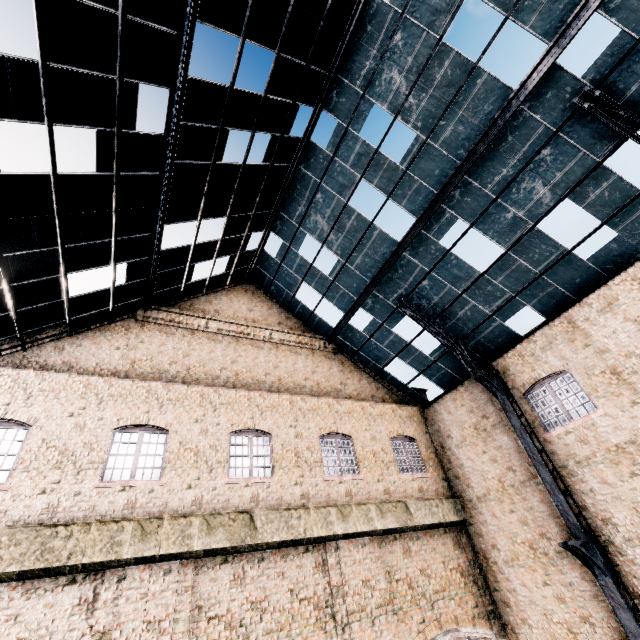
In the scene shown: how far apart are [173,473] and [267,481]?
3.2m

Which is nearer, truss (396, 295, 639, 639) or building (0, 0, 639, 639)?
building (0, 0, 639, 639)

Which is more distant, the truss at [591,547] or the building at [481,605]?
the truss at [591,547]
